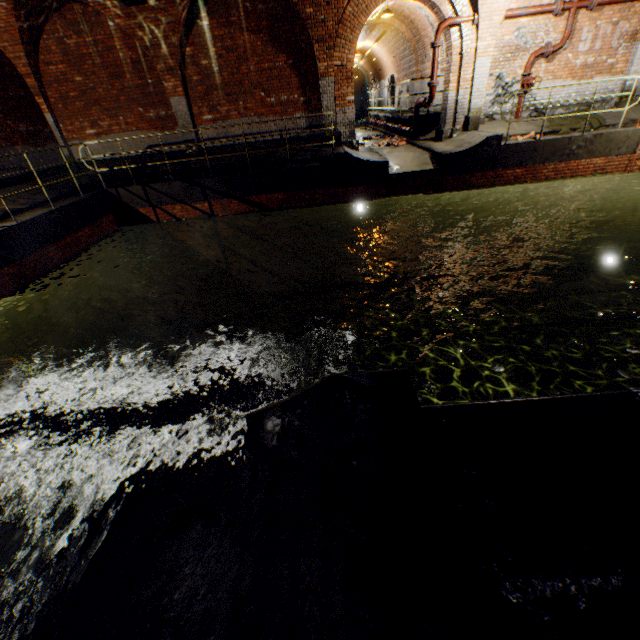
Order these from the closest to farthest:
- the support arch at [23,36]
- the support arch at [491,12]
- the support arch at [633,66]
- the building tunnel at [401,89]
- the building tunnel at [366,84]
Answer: the support arch at [23,36], the support arch at [491,12], the support arch at [633,66], the building tunnel at [366,84], the building tunnel at [401,89]

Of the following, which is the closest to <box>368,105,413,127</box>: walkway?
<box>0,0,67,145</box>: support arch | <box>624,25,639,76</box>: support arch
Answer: <box>624,25,639,76</box>: support arch

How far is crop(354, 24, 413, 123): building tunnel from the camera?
16.5m

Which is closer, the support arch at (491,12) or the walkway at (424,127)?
the support arch at (491,12)

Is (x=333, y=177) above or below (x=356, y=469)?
below

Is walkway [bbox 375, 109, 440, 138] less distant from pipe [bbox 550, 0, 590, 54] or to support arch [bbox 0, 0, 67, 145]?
pipe [bbox 550, 0, 590, 54]

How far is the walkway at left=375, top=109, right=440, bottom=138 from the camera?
13.4m

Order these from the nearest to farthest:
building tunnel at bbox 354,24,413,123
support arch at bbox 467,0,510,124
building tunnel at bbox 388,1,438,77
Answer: support arch at bbox 467,0,510,124 < building tunnel at bbox 388,1,438,77 < building tunnel at bbox 354,24,413,123
